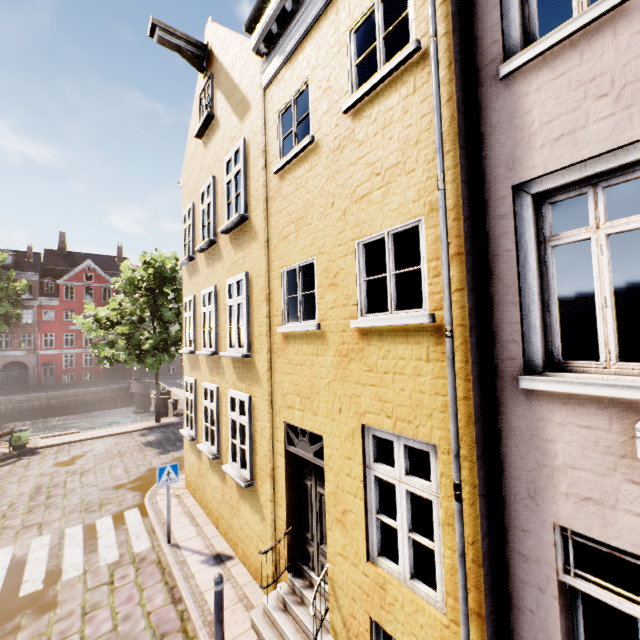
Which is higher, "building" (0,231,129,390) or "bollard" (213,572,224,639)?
"building" (0,231,129,390)

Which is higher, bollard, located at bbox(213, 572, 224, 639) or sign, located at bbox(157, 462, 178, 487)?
sign, located at bbox(157, 462, 178, 487)

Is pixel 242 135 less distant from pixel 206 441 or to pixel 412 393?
pixel 412 393

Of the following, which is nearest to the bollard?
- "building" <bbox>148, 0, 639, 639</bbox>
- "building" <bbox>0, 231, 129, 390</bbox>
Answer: "building" <bbox>148, 0, 639, 639</bbox>

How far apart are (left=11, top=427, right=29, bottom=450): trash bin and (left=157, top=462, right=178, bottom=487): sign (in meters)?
12.91

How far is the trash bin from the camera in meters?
15.3 m

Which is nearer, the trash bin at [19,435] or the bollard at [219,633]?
the bollard at [219,633]

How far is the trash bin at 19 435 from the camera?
15.3m
